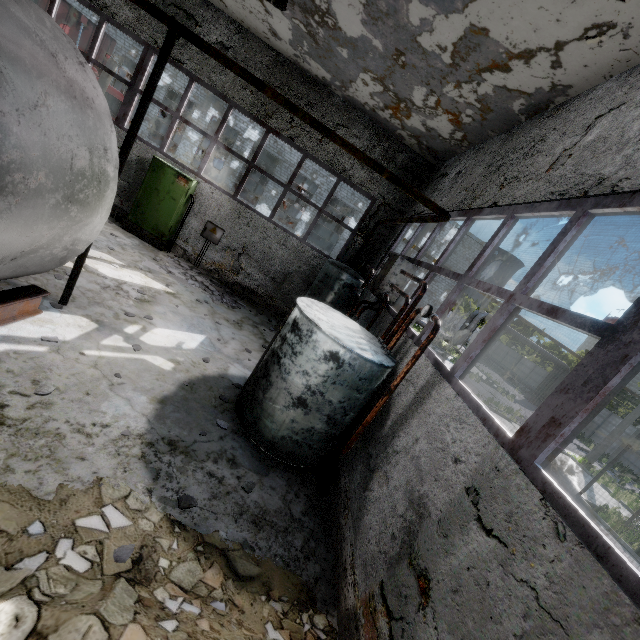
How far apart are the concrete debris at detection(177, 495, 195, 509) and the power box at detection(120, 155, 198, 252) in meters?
8.8 m

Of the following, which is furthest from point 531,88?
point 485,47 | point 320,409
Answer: point 320,409

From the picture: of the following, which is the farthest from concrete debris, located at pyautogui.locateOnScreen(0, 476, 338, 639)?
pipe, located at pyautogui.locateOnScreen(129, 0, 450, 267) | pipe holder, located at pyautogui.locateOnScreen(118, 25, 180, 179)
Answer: pipe, located at pyautogui.locateOnScreen(129, 0, 450, 267)

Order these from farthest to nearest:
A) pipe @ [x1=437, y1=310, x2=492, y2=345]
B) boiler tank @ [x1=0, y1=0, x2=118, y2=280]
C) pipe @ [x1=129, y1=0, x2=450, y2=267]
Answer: pipe @ [x1=437, y1=310, x2=492, y2=345] < pipe @ [x1=129, y1=0, x2=450, y2=267] < boiler tank @ [x1=0, y1=0, x2=118, y2=280]

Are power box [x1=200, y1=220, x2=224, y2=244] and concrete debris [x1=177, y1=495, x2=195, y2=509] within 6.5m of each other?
no

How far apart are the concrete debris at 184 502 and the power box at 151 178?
8.8m

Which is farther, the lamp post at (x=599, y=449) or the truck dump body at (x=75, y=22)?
the lamp post at (x=599, y=449)

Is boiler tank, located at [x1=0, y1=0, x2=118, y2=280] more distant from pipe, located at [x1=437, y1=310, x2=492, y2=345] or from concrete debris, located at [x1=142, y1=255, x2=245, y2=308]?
pipe, located at [x1=437, y1=310, x2=492, y2=345]
